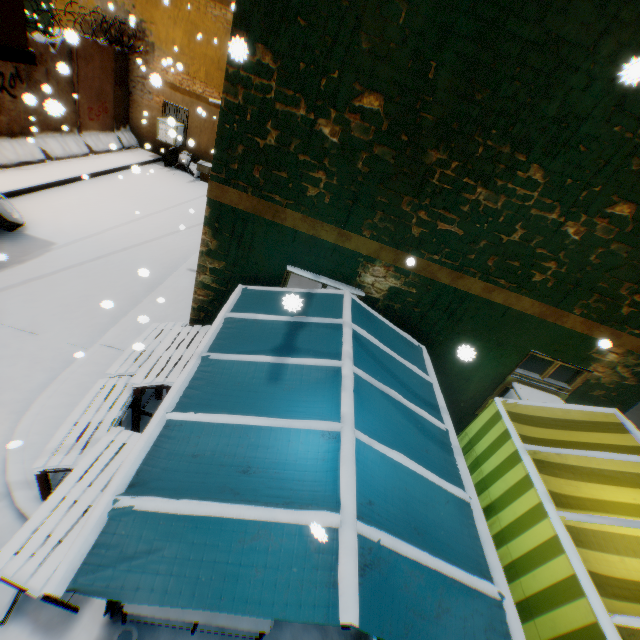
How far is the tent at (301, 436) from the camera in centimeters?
187cm

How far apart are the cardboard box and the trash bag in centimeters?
15cm

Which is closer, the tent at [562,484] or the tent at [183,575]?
the tent at [183,575]

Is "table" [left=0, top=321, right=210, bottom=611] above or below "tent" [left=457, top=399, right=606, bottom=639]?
below

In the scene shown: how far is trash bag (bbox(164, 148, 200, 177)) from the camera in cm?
1423

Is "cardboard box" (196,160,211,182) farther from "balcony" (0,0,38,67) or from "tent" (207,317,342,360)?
"tent" (207,317,342,360)

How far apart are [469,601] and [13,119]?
14.03m

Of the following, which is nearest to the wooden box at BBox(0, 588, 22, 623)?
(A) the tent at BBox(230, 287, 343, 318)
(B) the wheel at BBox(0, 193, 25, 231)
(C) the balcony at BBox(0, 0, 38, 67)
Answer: (A) the tent at BBox(230, 287, 343, 318)
